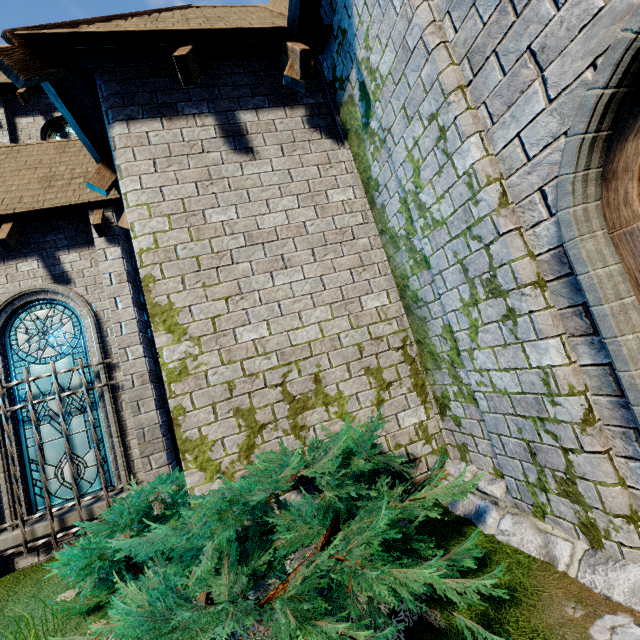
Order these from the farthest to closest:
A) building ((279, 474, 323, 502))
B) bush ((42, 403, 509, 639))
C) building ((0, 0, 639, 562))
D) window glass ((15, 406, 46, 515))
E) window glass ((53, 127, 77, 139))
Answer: window glass ((53, 127, 77, 139)) < window glass ((15, 406, 46, 515)) < building ((279, 474, 323, 502)) < building ((0, 0, 639, 562)) < bush ((42, 403, 509, 639))

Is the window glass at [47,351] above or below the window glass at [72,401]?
above

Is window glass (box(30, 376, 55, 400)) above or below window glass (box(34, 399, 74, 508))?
above

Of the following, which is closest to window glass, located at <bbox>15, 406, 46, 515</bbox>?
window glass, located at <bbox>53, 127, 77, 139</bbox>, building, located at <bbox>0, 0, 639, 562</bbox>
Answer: building, located at <bbox>0, 0, 639, 562</bbox>

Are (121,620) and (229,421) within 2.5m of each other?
yes

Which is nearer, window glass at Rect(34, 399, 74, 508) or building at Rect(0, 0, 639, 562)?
building at Rect(0, 0, 639, 562)

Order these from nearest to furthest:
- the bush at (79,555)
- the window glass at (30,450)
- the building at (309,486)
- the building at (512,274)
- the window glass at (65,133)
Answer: the bush at (79,555)
the building at (512,274)
the building at (309,486)
the window glass at (30,450)
the window glass at (65,133)

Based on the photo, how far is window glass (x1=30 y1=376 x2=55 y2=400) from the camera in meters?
5.8
